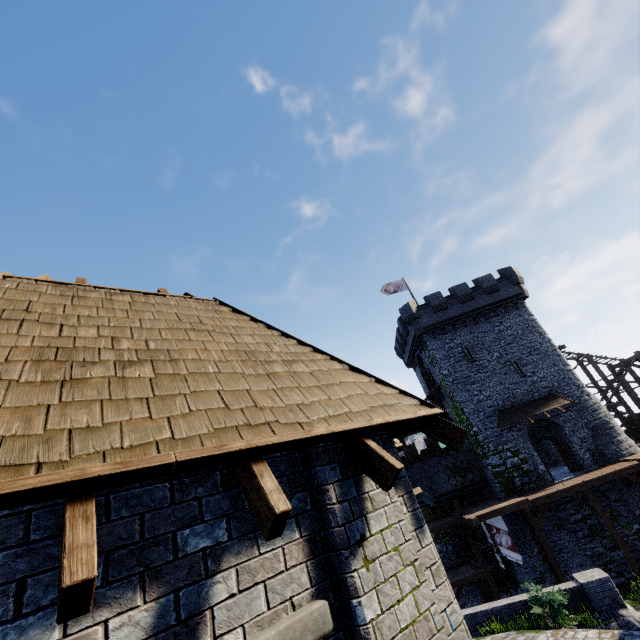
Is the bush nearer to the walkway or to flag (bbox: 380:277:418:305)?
the walkway

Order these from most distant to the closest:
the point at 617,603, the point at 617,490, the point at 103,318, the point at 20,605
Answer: the point at 617,490 → the point at 617,603 → the point at 103,318 → the point at 20,605

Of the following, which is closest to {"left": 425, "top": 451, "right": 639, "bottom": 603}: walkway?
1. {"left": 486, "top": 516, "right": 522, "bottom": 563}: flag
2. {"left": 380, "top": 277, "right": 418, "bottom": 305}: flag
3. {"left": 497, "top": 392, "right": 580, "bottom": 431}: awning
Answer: {"left": 486, "top": 516, "right": 522, "bottom": 563}: flag

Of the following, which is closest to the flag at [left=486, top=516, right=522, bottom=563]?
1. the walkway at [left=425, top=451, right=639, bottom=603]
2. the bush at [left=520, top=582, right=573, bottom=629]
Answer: the walkway at [left=425, top=451, right=639, bottom=603]

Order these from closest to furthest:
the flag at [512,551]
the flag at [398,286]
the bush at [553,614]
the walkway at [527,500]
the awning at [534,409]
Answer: the bush at [553,614] → the flag at [512,551] → the walkway at [527,500] → the awning at [534,409] → the flag at [398,286]

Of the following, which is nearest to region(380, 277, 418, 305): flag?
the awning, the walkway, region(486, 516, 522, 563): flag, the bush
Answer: the awning

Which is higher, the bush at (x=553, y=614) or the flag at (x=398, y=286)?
the flag at (x=398, y=286)

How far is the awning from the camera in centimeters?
2458cm
